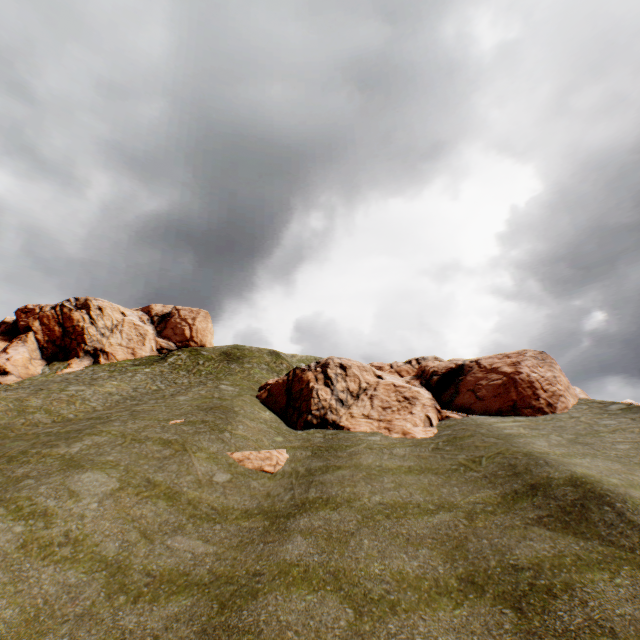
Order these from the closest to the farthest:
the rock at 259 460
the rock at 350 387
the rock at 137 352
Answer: the rock at 259 460
the rock at 350 387
the rock at 137 352

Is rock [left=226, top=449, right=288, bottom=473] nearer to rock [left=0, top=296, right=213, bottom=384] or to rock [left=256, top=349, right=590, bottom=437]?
rock [left=256, top=349, right=590, bottom=437]

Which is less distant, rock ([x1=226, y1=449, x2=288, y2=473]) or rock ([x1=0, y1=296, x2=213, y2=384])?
rock ([x1=226, y1=449, x2=288, y2=473])

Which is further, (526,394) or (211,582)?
(526,394)

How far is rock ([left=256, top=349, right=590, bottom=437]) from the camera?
20.59m

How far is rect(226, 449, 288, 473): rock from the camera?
15.2m

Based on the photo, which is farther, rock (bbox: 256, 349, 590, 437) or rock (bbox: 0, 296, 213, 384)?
rock (bbox: 0, 296, 213, 384)

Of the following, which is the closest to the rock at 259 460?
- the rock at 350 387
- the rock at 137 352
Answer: the rock at 350 387
